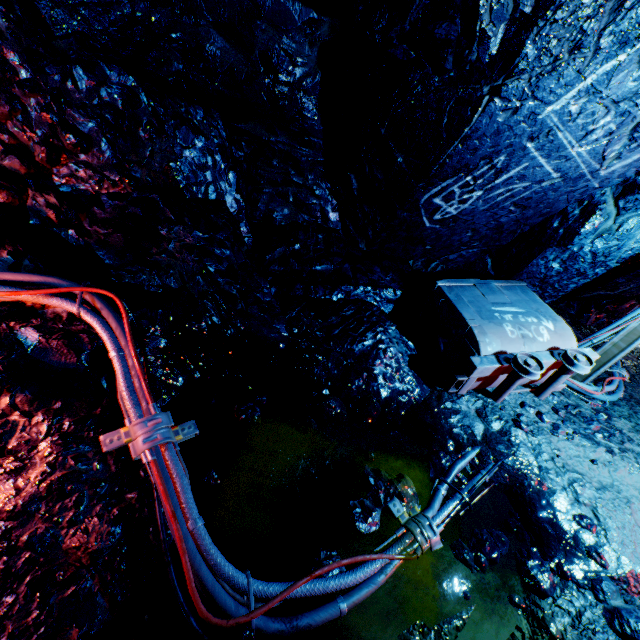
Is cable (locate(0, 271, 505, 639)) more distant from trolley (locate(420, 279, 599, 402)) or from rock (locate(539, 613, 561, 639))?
trolley (locate(420, 279, 599, 402))

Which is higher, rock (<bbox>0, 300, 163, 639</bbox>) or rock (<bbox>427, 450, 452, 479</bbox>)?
rock (<bbox>0, 300, 163, 639</bbox>)

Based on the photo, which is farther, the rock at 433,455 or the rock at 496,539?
the rock at 433,455

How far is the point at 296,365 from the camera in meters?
3.1 m

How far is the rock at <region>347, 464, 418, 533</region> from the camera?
2.20m

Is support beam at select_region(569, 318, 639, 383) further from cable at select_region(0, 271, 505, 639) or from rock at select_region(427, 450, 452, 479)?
cable at select_region(0, 271, 505, 639)

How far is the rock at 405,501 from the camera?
2.2m
